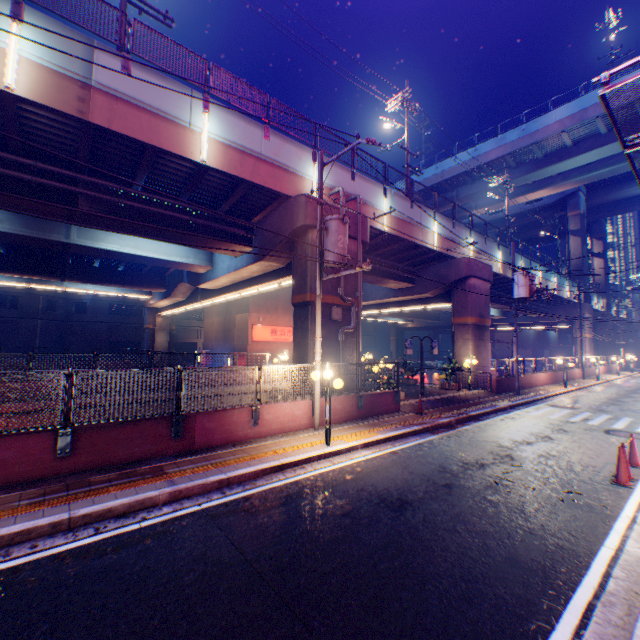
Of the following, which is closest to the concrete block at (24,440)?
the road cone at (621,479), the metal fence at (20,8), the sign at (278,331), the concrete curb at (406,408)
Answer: the concrete curb at (406,408)

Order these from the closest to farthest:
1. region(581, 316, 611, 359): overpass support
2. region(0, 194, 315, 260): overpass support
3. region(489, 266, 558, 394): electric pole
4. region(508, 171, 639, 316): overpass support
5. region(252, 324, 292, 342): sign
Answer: region(0, 194, 315, 260): overpass support, region(489, 266, 558, 394): electric pole, region(252, 324, 292, 342): sign, region(581, 316, 611, 359): overpass support, region(508, 171, 639, 316): overpass support

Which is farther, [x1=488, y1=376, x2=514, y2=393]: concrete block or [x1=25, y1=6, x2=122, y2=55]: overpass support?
[x1=488, y1=376, x2=514, y2=393]: concrete block

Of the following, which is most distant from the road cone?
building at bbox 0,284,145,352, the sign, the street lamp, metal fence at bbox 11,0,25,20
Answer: building at bbox 0,284,145,352

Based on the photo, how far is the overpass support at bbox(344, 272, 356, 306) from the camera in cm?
1459

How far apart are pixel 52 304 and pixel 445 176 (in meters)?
53.59

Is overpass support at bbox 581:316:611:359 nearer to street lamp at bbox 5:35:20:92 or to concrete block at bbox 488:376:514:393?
street lamp at bbox 5:35:20:92

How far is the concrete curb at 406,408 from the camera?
11.8m
